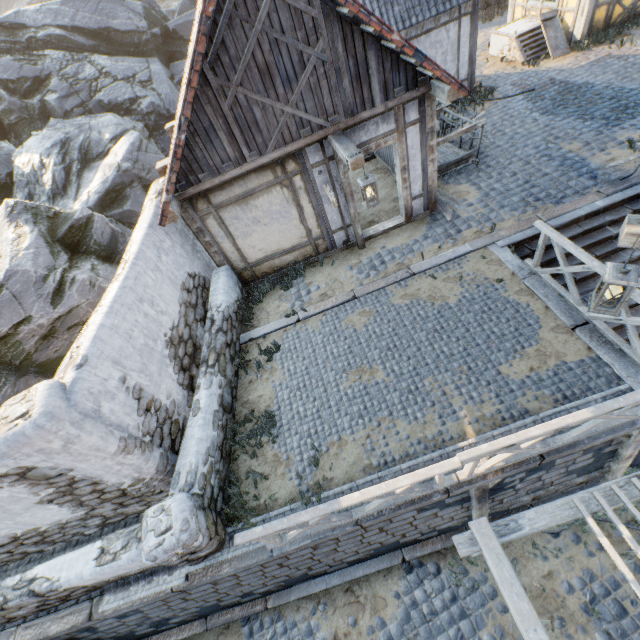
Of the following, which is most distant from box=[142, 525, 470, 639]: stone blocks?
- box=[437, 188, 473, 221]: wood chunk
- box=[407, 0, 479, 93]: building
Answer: box=[407, 0, 479, 93]: building

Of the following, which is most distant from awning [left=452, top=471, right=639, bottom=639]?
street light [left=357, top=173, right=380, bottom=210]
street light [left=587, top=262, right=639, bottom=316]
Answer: street light [left=357, top=173, right=380, bottom=210]

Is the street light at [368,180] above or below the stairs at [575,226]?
above

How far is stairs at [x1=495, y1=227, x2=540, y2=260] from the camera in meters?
7.1

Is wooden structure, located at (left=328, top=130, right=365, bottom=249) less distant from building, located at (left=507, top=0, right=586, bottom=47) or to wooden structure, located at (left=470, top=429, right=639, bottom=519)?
wooden structure, located at (left=470, top=429, right=639, bottom=519)

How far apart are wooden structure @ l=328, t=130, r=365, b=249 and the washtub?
10.9 meters

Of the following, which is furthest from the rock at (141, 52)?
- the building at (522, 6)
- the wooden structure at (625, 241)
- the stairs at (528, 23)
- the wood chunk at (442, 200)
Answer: the wooden structure at (625, 241)

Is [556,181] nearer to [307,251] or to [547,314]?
[547,314]
